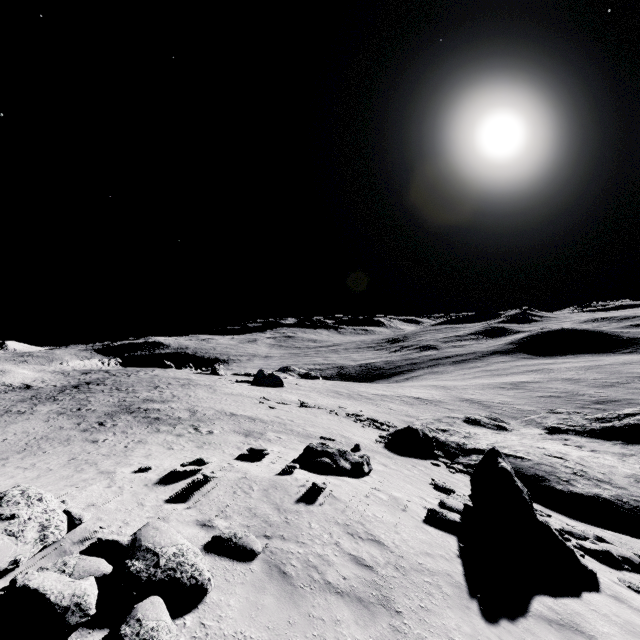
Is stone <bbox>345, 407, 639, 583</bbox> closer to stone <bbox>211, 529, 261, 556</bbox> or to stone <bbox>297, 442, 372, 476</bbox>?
stone <bbox>297, 442, 372, 476</bbox>

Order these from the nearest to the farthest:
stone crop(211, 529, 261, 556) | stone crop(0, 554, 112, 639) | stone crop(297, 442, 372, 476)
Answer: stone crop(0, 554, 112, 639), stone crop(211, 529, 261, 556), stone crop(297, 442, 372, 476)

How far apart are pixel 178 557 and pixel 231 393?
34.15m

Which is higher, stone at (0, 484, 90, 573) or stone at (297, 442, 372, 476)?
stone at (0, 484, 90, 573)

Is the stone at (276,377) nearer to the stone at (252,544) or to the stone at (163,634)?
the stone at (252,544)

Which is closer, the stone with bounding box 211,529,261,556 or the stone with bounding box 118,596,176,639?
the stone with bounding box 118,596,176,639

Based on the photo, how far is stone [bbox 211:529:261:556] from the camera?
6.9 meters

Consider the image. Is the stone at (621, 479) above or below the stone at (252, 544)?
below
